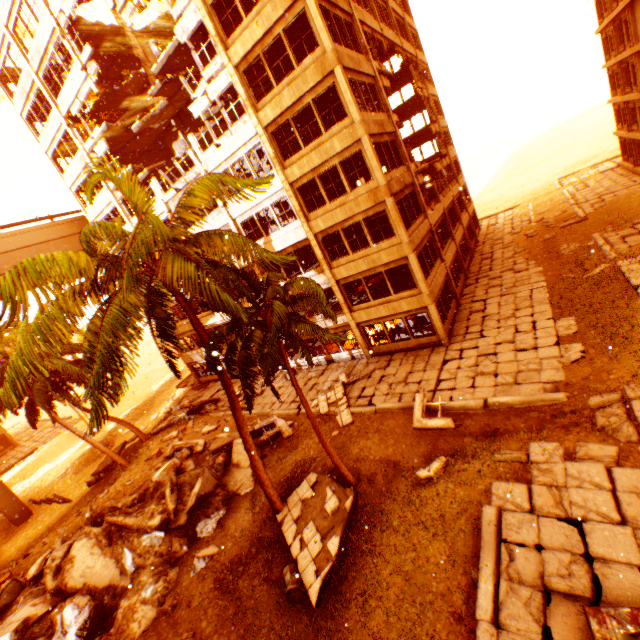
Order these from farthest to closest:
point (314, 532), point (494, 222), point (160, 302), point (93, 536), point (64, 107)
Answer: point (494, 222) → point (64, 107) → point (93, 536) → point (314, 532) → point (160, 302)

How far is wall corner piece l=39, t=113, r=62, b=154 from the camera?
23.81m

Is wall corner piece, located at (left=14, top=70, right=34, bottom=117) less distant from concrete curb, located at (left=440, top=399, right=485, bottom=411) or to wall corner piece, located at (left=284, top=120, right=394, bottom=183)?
wall corner piece, located at (left=284, top=120, right=394, bottom=183)

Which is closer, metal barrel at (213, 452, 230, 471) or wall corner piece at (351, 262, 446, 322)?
metal barrel at (213, 452, 230, 471)

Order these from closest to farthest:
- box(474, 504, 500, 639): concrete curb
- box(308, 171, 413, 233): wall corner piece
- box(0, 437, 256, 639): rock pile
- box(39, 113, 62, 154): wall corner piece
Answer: box(474, 504, 500, 639): concrete curb → box(0, 437, 256, 639): rock pile → box(308, 171, 413, 233): wall corner piece → box(39, 113, 62, 154): wall corner piece

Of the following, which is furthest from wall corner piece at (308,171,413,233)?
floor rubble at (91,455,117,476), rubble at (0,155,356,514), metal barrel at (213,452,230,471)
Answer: floor rubble at (91,455,117,476)

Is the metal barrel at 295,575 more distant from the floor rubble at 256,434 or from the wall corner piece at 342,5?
the wall corner piece at 342,5

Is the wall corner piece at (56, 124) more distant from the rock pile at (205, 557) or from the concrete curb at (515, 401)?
the concrete curb at (515, 401)
